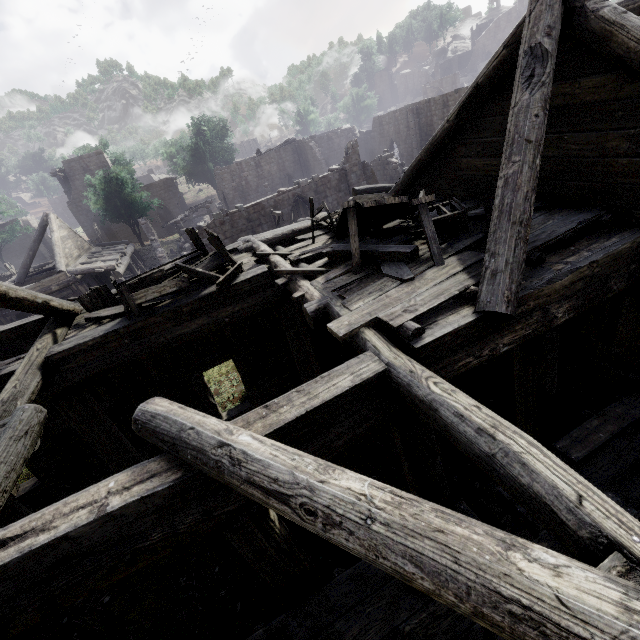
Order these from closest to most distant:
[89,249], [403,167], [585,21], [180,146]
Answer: [585,21]
[89,249]
[403,167]
[180,146]

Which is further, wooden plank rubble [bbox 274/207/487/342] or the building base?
the building base

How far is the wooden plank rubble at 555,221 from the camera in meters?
4.4

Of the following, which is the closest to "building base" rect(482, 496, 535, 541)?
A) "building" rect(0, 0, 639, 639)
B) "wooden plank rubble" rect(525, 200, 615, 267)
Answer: "building" rect(0, 0, 639, 639)

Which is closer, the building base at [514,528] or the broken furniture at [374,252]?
the broken furniture at [374,252]

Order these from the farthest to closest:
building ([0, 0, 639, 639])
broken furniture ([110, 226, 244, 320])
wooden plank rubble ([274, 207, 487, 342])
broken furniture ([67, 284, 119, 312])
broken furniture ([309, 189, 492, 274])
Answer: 1. broken furniture ([67, 284, 119, 312])
2. broken furniture ([110, 226, 244, 320])
3. broken furniture ([309, 189, 492, 274])
4. wooden plank rubble ([274, 207, 487, 342])
5. building ([0, 0, 639, 639])

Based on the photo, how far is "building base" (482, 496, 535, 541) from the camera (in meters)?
6.70

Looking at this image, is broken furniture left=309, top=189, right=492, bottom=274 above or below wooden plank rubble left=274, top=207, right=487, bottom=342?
above
